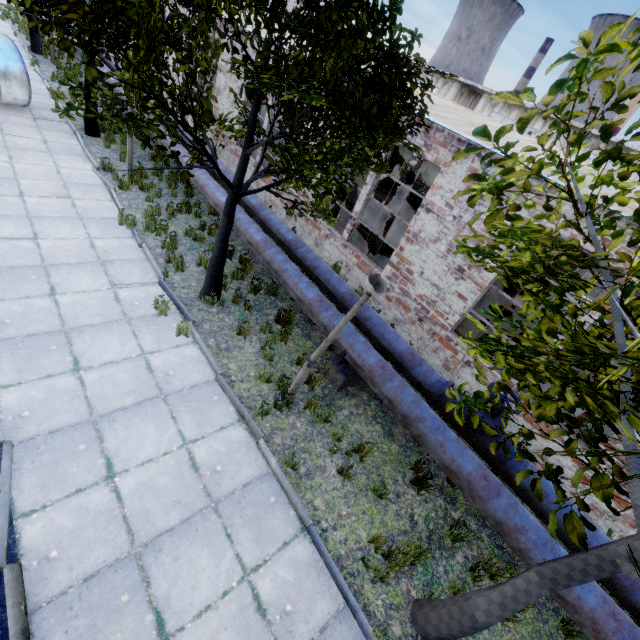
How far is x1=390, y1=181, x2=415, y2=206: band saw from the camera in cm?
1984

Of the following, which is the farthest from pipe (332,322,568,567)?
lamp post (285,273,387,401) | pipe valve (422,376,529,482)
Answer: lamp post (285,273,387,401)

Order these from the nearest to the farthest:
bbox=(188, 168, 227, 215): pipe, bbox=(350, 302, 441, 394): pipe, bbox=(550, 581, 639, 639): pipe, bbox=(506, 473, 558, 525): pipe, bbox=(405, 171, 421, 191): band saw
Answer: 1. bbox=(550, 581, 639, 639): pipe
2. bbox=(506, 473, 558, 525): pipe
3. bbox=(350, 302, 441, 394): pipe
4. bbox=(188, 168, 227, 215): pipe
5. bbox=(405, 171, 421, 191): band saw

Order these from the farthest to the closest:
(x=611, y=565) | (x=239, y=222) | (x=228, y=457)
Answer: (x=239, y=222), (x=228, y=457), (x=611, y=565)

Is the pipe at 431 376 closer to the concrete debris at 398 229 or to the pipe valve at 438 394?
the pipe valve at 438 394

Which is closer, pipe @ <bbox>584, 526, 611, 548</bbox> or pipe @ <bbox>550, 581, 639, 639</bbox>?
pipe @ <bbox>550, 581, 639, 639</bbox>

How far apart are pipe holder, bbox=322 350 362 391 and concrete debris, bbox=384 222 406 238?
8.9 meters

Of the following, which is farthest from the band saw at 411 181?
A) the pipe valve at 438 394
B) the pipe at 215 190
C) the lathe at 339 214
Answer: the pipe valve at 438 394
